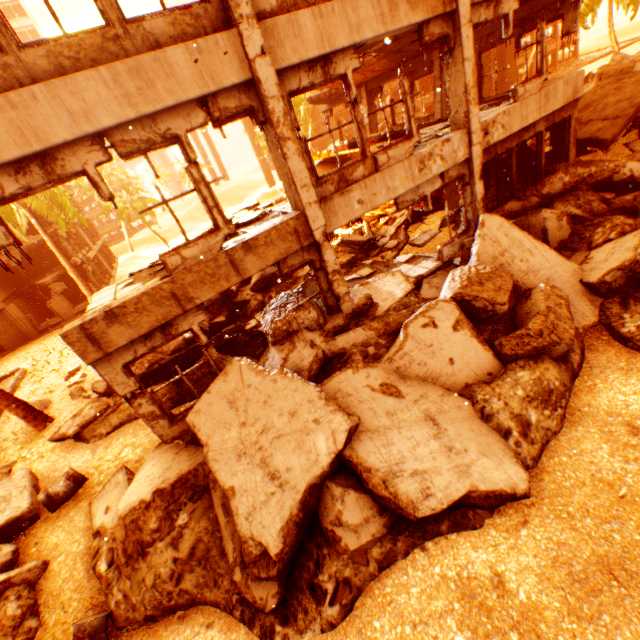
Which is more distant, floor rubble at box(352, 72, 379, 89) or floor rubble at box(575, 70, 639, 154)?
floor rubble at box(352, 72, 379, 89)

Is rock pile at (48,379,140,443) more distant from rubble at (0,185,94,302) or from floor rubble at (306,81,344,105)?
floor rubble at (306,81,344,105)

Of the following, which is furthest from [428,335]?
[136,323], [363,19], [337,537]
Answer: [363,19]

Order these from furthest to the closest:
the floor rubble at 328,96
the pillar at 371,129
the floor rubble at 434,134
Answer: the pillar at 371,129 → the floor rubble at 328,96 → the floor rubble at 434,134

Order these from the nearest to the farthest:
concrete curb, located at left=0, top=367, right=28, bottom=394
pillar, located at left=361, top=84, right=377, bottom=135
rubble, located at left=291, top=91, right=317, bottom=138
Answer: concrete curb, located at left=0, top=367, right=28, bottom=394 < pillar, located at left=361, top=84, right=377, bottom=135 < rubble, located at left=291, top=91, right=317, bottom=138

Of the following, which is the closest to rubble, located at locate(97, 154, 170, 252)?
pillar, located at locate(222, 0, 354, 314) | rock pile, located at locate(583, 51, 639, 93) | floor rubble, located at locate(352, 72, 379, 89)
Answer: rock pile, located at locate(583, 51, 639, 93)

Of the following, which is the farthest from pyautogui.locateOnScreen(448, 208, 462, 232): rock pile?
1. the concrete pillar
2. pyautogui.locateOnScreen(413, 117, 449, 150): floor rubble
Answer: the concrete pillar

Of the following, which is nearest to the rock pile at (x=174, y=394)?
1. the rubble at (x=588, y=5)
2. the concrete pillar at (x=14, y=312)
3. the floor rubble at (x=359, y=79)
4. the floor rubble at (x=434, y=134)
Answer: the rubble at (x=588, y=5)
